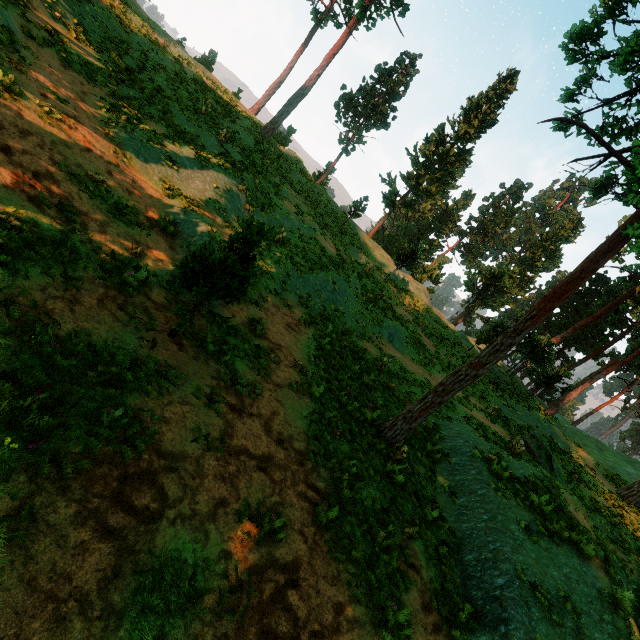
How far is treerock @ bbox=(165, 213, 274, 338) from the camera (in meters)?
6.68

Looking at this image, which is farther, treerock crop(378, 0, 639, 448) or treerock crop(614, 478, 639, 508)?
treerock crop(614, 478, 639, 508)

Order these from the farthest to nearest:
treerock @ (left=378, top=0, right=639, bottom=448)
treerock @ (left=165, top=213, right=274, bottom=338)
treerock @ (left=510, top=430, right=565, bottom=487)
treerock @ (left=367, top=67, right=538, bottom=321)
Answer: treerock @ (left=367, top=67, right=538, bottom=321)
treerock @ (left=510, top=430, right=565, bottom=487)
treerock @ (left=378, top=0, right=639, bottom=448)
treerock @ (left=165, top=213, right=274, bottom=338)

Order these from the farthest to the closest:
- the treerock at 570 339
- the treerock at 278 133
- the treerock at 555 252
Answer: the treerock at 555 252 → the treerock at 278 133 → the treerock at 570 339

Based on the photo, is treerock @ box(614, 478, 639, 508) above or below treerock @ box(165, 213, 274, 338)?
above

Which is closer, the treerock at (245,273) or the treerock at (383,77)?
the treerock at (245,273)

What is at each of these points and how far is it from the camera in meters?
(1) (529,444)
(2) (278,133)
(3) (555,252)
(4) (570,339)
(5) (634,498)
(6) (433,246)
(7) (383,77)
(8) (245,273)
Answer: (1) treerock, 17.9 m
(2) treerock, 45.0 m
(3) treerock, 58.6 m
(4) treerock, 48.6 m
(5) treerock, 21.1 m
(6) treerock, 58.2 m
(7) treerock, 43.2 m
(8) treerock, 7.0 m
